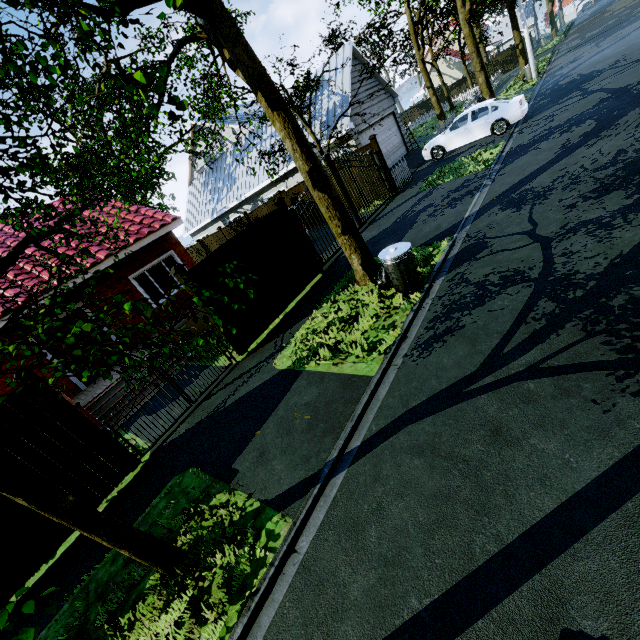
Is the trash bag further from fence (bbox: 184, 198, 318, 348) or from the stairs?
fence (bbox: 184, 198, 318, 348)

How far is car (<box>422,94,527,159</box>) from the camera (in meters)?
13.49

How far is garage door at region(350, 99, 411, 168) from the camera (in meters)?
16.34

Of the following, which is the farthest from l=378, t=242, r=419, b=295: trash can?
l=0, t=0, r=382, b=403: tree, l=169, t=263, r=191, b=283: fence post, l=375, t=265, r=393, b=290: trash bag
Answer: l=169, t=263, r=191, b=283: fence post

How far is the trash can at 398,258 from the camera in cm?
615

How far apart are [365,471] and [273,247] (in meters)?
6.78

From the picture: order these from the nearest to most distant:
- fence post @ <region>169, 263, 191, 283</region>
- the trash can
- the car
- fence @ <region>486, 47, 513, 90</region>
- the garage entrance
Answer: the trash can
fence post @ <region>169, 263, 191, 283</region>
the car
the garage entrance
fence @ <region>486, 47, 513, 90</region>

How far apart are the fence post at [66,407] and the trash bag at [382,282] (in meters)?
6.03
